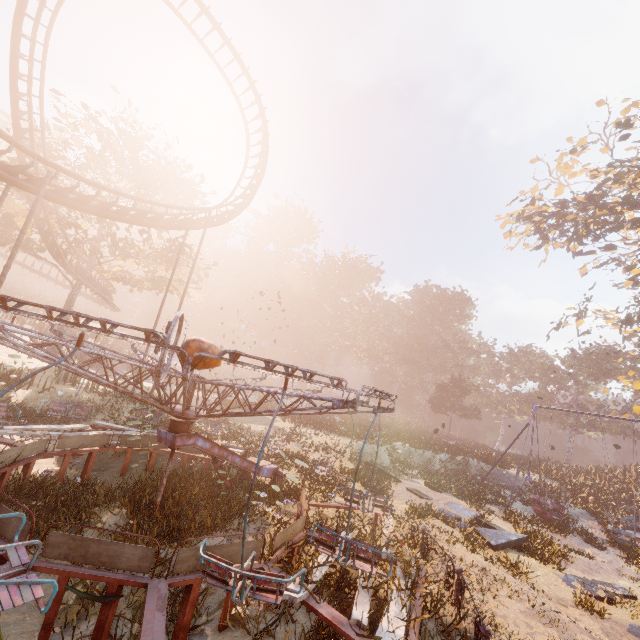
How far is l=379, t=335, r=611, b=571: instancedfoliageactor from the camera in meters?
13.6

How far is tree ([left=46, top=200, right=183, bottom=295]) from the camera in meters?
21.9

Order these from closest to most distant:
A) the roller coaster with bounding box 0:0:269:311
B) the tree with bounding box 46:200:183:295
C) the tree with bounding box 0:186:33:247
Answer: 1. the roller coaster with bounding box 0:0:269:311
2. the tree with bounding box 0:186:33:247
3. the tree with bounding box 46:200:183:295

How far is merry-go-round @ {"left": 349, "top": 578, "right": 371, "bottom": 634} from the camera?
4.59m

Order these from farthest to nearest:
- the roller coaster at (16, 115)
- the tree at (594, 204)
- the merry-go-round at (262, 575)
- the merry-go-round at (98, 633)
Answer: the tree at (594, 204) < the roller coaster at (16, 115) < the merry-go-round at (98, 633) < the merry-go-round at (262, 575)

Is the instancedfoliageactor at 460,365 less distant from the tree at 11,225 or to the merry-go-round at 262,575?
the merry-go-round at 262,575

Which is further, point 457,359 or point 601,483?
point 457,359

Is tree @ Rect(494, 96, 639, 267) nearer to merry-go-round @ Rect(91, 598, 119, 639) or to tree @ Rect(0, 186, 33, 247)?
merry-go-round @ Rect(91, 598, 119, 639)
